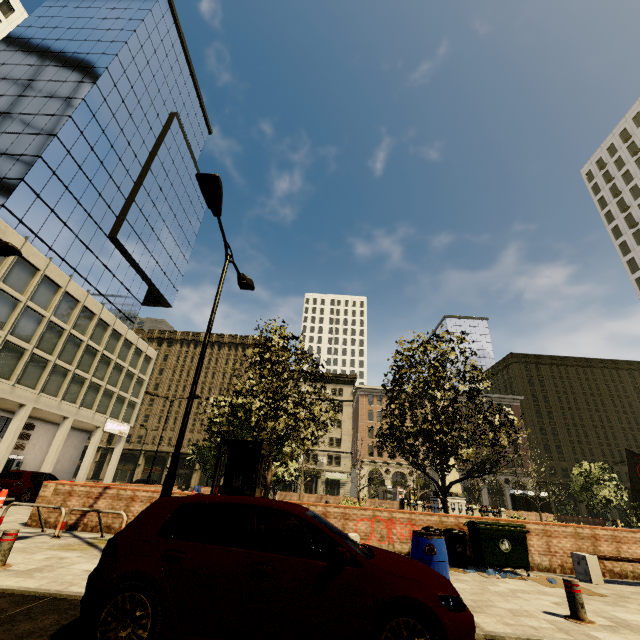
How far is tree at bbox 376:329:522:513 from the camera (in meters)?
11.06

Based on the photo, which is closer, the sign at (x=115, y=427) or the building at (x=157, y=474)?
the sign at (x=115, y=427)

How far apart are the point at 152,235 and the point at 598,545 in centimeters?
4988cm

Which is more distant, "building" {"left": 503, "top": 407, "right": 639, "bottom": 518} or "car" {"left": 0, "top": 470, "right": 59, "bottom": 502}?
"building" {"left": 503, "top": 407, "right": 639, "bottom": 518}

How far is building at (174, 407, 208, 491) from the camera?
54.66m

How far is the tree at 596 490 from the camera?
27.38m

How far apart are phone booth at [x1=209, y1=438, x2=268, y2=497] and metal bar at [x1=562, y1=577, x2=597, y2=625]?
6.7m

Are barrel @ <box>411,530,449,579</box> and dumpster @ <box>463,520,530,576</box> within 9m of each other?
yes
